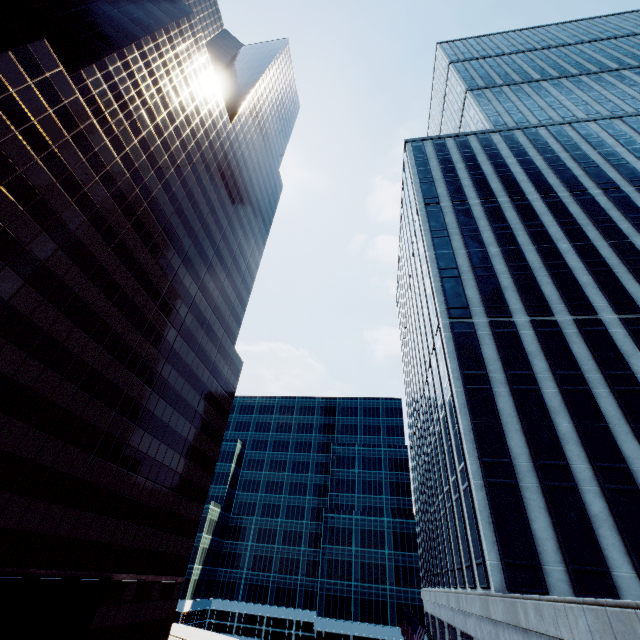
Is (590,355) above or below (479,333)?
below

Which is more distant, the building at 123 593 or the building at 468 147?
the building at 123 593

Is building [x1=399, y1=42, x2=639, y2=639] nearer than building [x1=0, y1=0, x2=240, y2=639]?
Answer: Yes
